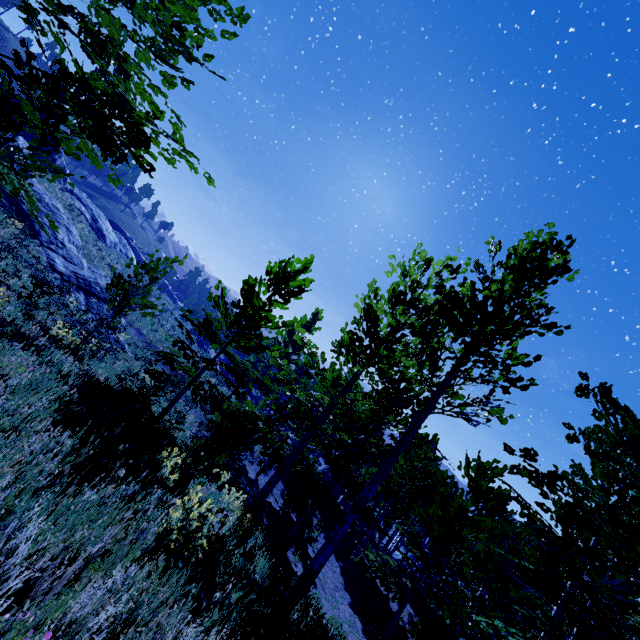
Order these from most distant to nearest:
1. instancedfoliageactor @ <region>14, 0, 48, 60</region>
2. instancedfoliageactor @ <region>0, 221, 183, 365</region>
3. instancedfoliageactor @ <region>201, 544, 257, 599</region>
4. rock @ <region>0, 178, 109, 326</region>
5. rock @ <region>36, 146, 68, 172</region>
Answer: rock @ <region>36, 146, 68, 172</region> < rock @ <region>0, 178, 109, 326</region> < instancedfoliageactor @ <region>0, 221, 183, 365</region> < instancedfoliageactor @ <region>201, 544, 257, 599</region> < instancedfoliageactor @ <region>14, 0, 48, 60</region>

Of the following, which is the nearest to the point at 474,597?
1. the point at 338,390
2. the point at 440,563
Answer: the point at 338,390

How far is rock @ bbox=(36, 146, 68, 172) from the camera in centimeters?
3469cm

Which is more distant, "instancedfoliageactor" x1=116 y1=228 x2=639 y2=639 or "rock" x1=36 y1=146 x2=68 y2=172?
"rock" x1=36 y1=146 x2=68 y2=172

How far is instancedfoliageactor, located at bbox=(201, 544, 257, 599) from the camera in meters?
3.9

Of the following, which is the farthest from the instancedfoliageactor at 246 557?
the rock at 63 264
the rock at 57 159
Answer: the rock at 57 159

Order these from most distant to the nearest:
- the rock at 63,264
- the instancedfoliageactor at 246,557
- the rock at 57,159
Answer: the rock at 57,159
the rock at 63,264
the instancedfoliageactor at 246,557

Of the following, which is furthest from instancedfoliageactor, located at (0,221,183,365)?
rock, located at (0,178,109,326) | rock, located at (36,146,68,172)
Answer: rock, located at (36,146,68,172)
